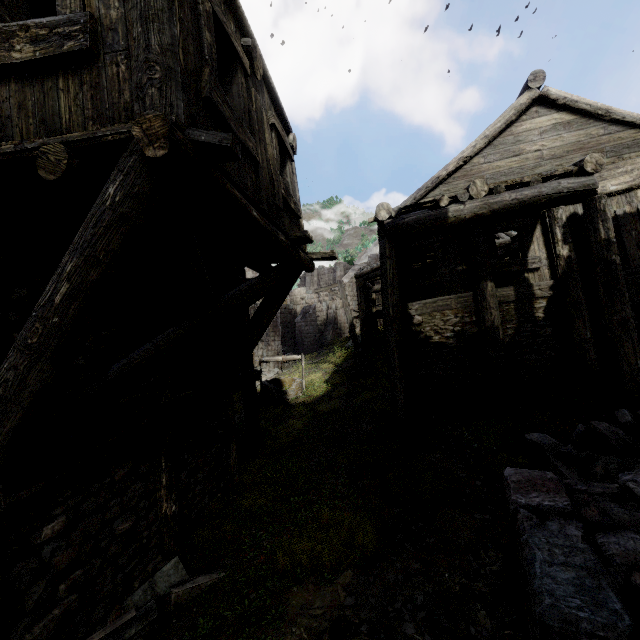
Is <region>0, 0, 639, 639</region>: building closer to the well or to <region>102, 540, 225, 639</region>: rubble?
<region>102, 540, 225, 639</region>: rubble

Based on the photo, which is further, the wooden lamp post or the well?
the wooden lamp post

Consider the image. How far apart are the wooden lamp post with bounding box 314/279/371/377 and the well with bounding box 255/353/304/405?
2.0 meters

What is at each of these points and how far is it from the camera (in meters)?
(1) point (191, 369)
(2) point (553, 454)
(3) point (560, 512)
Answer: (1) building, 6.20
(2) rubble, 5.09
(3) building, 3.14

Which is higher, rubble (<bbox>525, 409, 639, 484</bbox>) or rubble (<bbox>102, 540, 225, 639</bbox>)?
rubble (<bbox>525, 409, 639, 484</bbox>)

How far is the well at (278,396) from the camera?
14.62m

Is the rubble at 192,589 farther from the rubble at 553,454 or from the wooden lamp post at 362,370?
the wooden lamp post at 362,370

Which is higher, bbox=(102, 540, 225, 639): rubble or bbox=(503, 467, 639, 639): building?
Result: bbox=(503, 467, 639, 639): building
